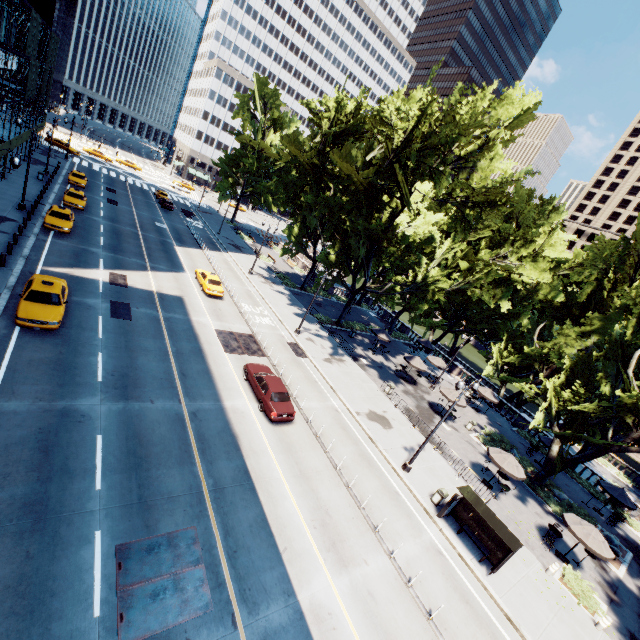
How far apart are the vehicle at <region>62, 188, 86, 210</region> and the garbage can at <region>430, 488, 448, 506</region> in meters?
42.1

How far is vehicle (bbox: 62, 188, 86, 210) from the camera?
33.8 meters

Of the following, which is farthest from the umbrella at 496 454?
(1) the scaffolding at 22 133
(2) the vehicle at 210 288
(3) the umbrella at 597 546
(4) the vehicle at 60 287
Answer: (1) the scaffolding at 22 133

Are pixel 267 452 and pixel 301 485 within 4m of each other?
yes

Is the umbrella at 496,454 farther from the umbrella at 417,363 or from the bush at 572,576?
the umbrella at 417,363

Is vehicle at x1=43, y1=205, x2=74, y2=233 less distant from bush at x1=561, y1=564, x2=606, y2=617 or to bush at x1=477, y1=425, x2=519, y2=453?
bush at x1=477, y1=425, x2=519, y2=453

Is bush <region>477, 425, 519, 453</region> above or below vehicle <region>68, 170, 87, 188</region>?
below

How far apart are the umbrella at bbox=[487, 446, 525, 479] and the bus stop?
5.66m
